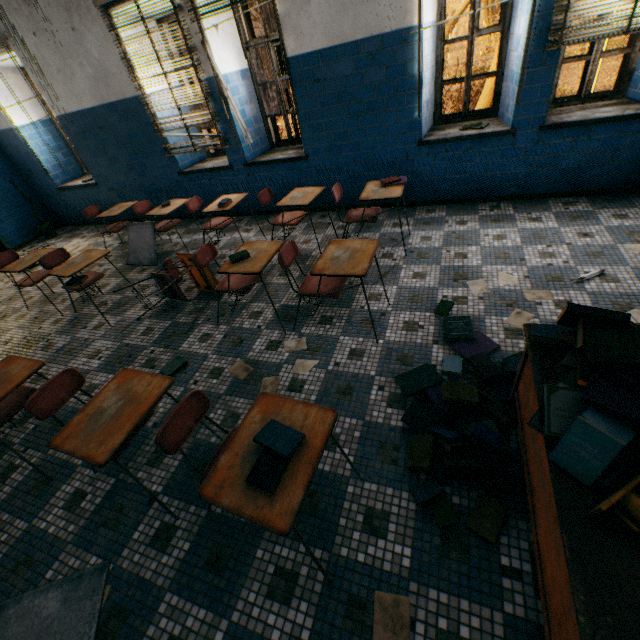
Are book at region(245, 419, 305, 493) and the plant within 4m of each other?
no

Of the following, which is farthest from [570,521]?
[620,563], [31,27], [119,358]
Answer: [31,27]

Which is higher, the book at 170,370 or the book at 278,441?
the book at 278,441

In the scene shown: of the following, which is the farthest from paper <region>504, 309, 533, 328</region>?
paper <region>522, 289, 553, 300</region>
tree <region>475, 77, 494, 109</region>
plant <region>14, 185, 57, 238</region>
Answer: plant <region>14, 185, 57, 238</region>

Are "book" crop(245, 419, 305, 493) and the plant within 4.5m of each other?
no

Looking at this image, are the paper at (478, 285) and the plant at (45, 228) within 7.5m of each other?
no

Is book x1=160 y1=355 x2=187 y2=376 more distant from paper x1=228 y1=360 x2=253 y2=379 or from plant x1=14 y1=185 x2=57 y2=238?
plant x1=14 y1=185 x2=57 y2=238

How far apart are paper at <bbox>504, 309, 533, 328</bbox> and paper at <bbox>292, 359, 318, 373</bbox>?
1.6 meters
